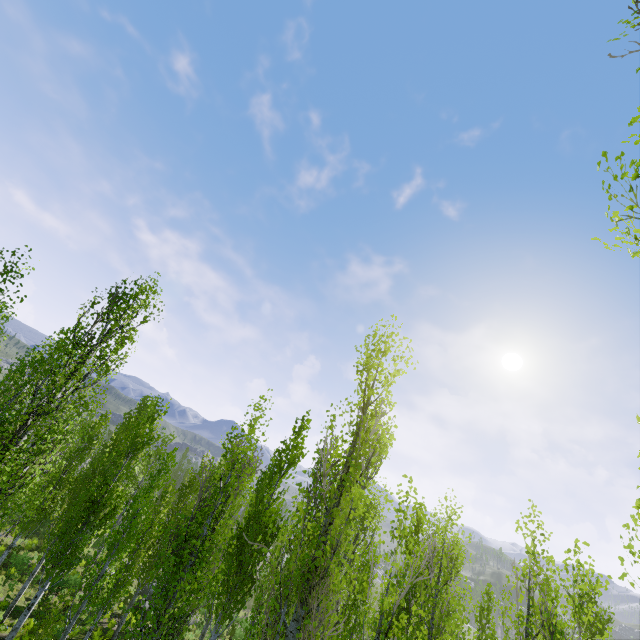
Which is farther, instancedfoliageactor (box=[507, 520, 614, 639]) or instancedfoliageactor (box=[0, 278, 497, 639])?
instancedfoliageactor (box=[0, 278, 497, 639])

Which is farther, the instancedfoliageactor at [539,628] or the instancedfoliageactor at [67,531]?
the instancedfoliageactor at [67,531]

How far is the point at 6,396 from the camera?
9.0m
